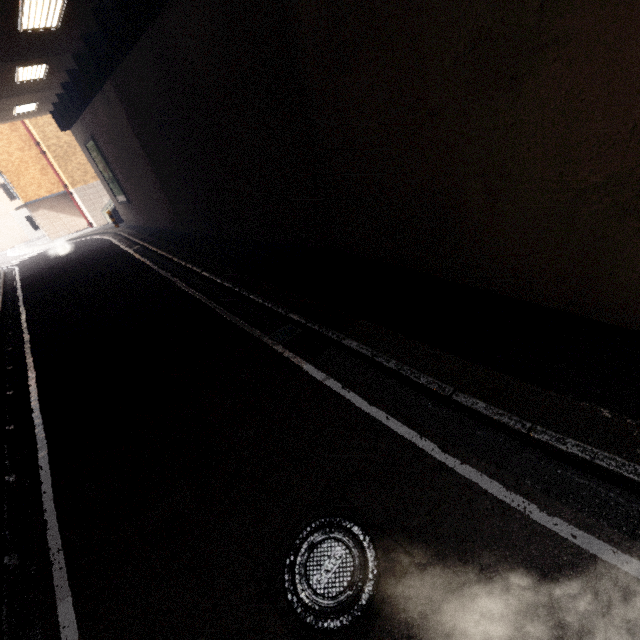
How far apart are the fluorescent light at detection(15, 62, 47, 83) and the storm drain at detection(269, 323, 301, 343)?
14.6 meters

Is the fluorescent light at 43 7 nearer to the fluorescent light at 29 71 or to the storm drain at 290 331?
the fluorescent light at 29 71

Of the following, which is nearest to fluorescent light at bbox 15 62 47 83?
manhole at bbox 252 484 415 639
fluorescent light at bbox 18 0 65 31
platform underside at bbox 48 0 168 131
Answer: platform underside at bbox 48 0 168 131

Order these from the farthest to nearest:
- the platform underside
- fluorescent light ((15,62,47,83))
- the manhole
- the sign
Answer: the sign
fluorescent light ((15,62,47,83))
the platform underside
the manhole

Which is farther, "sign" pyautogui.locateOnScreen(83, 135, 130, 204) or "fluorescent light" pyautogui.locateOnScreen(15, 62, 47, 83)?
"sign" pyautogui.locateOnScreen(83, 135, 130, 204)

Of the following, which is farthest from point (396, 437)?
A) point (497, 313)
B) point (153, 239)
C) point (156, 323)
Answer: point (153, 239)

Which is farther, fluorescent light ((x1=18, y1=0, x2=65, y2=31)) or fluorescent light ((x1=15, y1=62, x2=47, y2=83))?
fluorescent light ((x1=15, y1=62, x2=47, y2=83))

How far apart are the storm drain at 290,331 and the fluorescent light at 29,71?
14.6 meters
